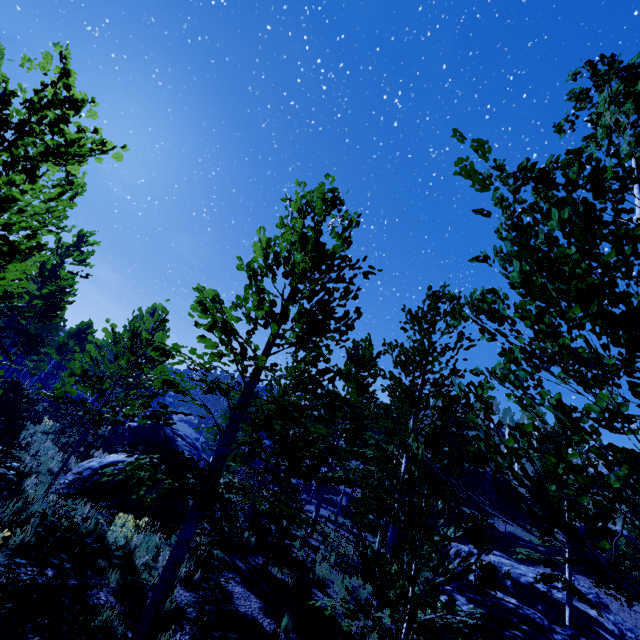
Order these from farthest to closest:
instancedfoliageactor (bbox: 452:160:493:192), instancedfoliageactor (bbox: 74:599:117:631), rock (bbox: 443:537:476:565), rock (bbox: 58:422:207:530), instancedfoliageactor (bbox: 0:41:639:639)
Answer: rock (bbox: 443:537:476:565) → rock (bbox: 58:422:207:530) → instancedfoliageactor (bbox: 74:599:117:631) → instancedfoliageactor (bbox: 452:160:493:192) → instancedfoliageactor (bbox: 0:41:639:639)

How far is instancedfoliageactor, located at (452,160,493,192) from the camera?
2.1 meters

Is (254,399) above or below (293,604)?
above

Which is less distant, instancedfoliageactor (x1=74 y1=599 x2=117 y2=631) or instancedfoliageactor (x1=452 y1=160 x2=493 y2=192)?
instancedfoliageactor (x1=452 y1=160 x2=493 y2=192)

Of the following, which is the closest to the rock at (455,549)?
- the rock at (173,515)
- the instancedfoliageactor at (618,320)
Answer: the instancedfoliageactor at (618,320)

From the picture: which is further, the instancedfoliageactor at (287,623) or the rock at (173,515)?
the rock at (173,515)

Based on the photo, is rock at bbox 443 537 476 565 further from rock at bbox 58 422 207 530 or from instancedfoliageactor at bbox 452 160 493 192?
rock at bbox 58 422 207 530
